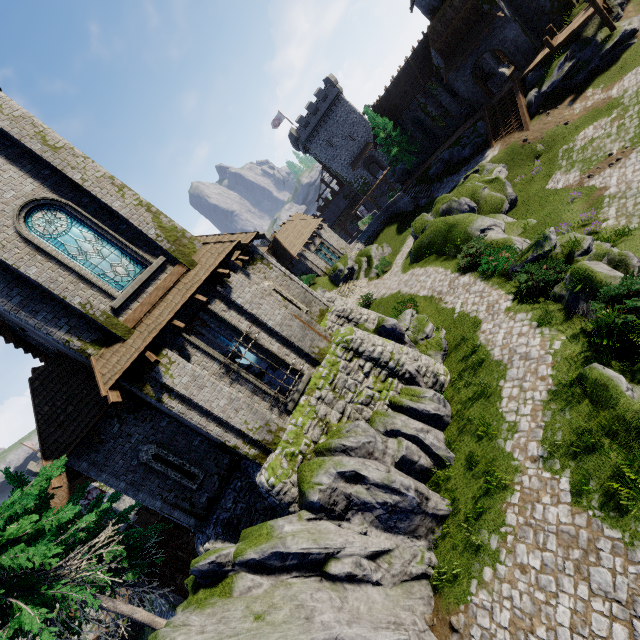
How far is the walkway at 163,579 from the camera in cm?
1530

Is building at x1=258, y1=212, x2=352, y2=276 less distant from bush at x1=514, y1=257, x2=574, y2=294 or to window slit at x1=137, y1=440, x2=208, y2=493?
window slit at x1=137, y1=440, x2=208, y2=493

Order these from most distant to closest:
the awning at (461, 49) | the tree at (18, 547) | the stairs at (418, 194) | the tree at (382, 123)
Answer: the tree at (382, 123), the stairs at (418, 194), the awning at (461, 49), the tree at (18, 547)

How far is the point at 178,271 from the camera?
11.91m

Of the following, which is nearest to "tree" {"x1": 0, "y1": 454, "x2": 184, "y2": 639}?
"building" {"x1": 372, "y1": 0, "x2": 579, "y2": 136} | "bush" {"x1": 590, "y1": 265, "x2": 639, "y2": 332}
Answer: "bush" {"x1": 590, "y1": 265, "x2": 639, "y2": 332}

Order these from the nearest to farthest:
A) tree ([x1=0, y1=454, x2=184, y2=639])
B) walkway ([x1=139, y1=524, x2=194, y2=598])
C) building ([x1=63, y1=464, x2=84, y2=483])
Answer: tree ([x1=0, y1=454, x2=184, y2=639])
building ([x1=63, y1=464, x2=84, y2=483])
walkway ([x1=139, y1=524, x2=194, y2=598])

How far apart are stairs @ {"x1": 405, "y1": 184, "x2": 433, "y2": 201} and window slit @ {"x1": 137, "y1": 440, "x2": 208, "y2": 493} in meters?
34.6

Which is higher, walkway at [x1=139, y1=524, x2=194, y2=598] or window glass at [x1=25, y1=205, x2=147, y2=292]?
window glass at [x1=25, y1=205, x2=147, y2=292]
